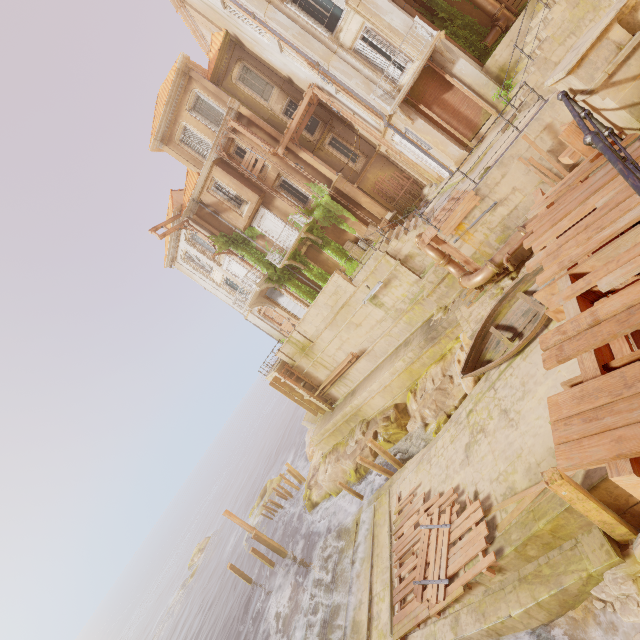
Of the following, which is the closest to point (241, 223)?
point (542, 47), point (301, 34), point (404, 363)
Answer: point (301, 34)

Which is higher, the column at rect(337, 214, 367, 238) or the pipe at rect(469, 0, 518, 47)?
the pipe at rect(469, 0, 518, 47)

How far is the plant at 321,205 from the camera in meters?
21.7 m

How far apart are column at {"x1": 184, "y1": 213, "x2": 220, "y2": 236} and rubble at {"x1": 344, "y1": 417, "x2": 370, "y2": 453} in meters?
16.2

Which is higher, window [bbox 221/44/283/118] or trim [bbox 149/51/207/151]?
trim [bbox 149/51/207/151]

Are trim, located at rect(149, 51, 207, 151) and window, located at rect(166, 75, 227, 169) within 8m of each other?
yes

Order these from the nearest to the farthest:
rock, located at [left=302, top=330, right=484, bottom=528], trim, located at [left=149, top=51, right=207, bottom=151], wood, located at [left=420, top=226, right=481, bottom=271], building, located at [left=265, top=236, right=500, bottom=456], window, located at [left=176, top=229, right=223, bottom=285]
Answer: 1. wood, located at [left=420, top=226, right=481, bottom=271]
2. rock, located at [left=302, top=330, right=484, bottom=528]
3. building, located at [left=265, top=236, right=500, bottom=456]
4. trim, located at [left=149, top=51, right=207, bottom=151]
5. window, located at [left=176, top=229, right=223, bottom=285]

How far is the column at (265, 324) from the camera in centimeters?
2839cm
